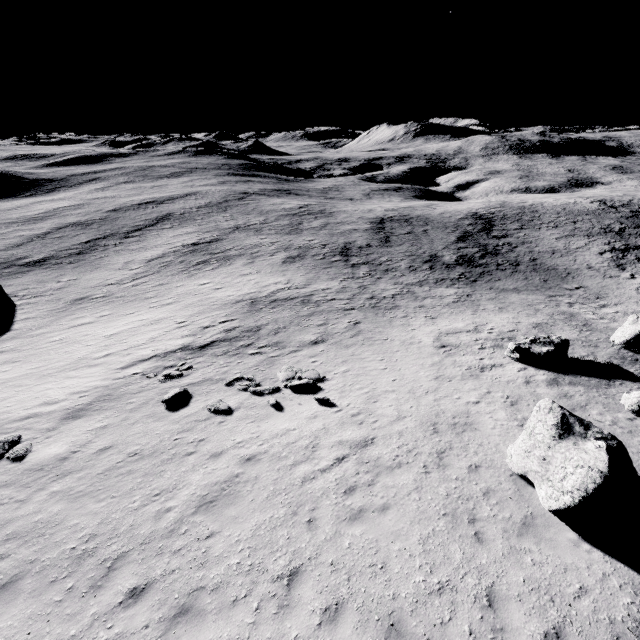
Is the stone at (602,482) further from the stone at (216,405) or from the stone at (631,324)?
the stone at (631,324)

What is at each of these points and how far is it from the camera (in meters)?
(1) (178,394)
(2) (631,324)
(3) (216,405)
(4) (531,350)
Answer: (1) stone, 14.40
(2) stone, 20.67
(3) stone, 13.56
(4) stone, 18.06

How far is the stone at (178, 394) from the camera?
14.0m

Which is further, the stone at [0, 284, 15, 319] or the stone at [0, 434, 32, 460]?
the stone at [0, 284, 15, 319]

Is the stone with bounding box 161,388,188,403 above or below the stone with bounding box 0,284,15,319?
above

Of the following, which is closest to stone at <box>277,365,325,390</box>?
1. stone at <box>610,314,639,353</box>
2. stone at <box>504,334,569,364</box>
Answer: stone at <box>504,334,569,364</box>

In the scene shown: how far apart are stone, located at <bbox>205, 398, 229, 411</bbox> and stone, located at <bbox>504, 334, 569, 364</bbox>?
15.6m

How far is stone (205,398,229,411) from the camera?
13.30m
